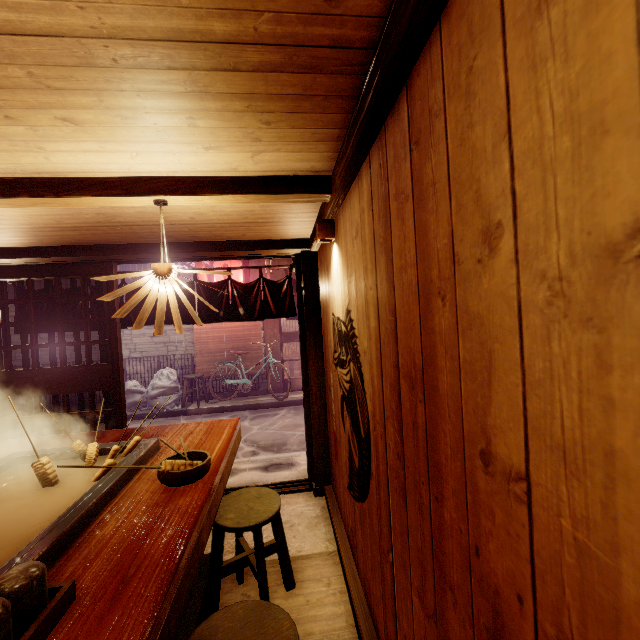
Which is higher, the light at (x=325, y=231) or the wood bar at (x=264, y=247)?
the wood bar at (x=264, y=247)

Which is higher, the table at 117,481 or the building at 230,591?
the table at 117,481

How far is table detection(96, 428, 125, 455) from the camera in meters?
4.0

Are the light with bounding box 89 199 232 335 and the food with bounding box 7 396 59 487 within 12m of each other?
yes

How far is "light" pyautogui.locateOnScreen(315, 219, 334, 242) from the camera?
4.5m

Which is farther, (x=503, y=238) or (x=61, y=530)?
(x=61, y=530)

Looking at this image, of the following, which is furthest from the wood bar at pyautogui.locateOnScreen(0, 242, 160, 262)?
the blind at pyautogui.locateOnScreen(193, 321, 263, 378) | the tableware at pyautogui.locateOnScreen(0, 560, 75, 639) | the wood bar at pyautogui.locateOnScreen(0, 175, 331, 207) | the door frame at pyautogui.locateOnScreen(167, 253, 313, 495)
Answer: the blind at pyautogui.locateOnScreen(193, 321, 263, 378)

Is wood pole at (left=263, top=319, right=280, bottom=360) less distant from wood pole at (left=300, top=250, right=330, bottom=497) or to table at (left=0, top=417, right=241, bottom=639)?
wood pole at (left=300, top=250, right=330, bottom=497)
